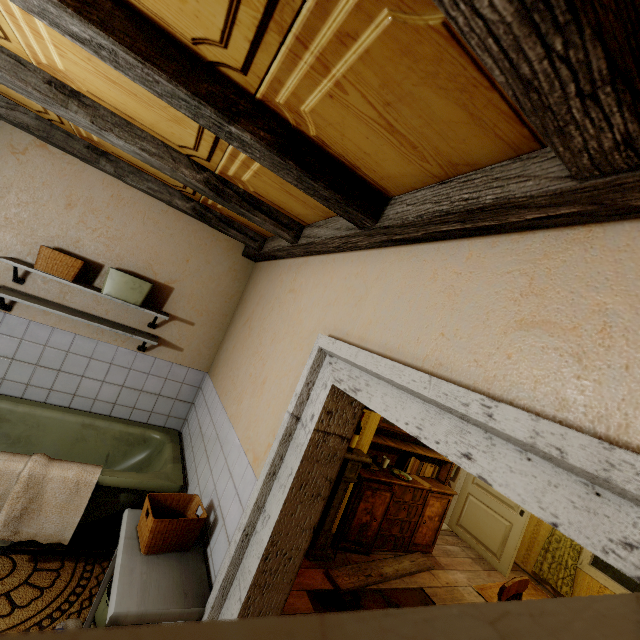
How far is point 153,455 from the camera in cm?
319

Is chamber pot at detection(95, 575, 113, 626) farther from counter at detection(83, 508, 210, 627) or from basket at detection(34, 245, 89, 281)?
basket at detection(34, 245, 89, 281)

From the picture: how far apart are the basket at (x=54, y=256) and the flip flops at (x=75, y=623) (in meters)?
2.38

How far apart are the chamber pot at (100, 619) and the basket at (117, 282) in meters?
2.1

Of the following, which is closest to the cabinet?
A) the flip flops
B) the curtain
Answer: the curtain

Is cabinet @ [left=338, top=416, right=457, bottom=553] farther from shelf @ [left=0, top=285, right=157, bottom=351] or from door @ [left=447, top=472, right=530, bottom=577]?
shelf @ [left=0, top=285, right=157, bottom=351]

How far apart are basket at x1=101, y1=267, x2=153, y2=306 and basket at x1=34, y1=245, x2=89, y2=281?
0.2m

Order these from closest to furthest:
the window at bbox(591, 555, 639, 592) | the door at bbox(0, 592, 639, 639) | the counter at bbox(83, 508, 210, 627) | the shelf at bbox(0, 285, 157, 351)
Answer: the door at bbox(0, 592, 639, 639) → the counter at bbox(83, 508, 210, 627) → the shelf at bbox(0, 285, 157, 351) → the window at bbox(591, 555, 639, 592)
